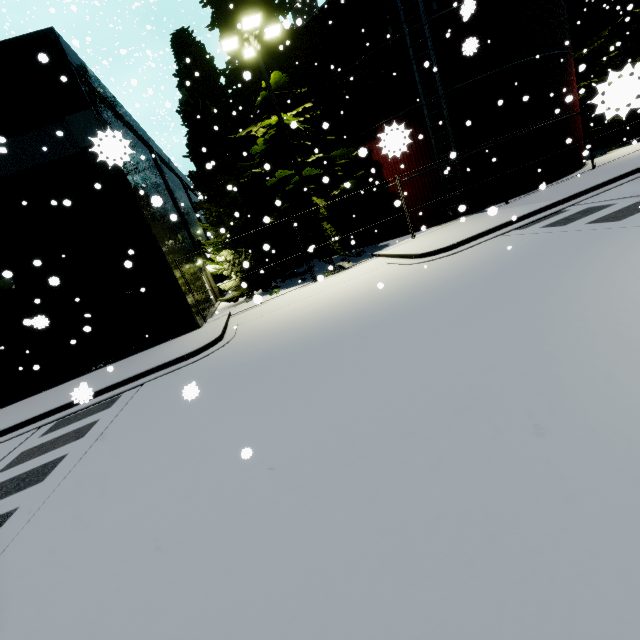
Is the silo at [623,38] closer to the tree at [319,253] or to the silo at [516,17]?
the silo at [516,17]

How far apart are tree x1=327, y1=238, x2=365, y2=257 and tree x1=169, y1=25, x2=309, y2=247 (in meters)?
6.73

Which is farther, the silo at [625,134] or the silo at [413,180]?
the silo at [625,134]

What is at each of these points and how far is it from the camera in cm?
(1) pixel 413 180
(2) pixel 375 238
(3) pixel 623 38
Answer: (1) silo, 1748
(2) silo, 2000
(3) silo, 2206

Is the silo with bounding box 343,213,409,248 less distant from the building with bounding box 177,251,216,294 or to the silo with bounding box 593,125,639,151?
the building with bounding box 177,251,216,294

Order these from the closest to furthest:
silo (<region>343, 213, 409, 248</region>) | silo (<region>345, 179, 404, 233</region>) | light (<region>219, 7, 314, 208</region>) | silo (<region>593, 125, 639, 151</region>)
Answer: light (<region>219, 7, 314, 208</region>) < silo (<region>345, 179, 404, 233</region>) < silo (<region>343, 213, 409, 248</region>) < silo (<region>593, 125, 639, 151</region>)

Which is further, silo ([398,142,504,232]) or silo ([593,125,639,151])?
silo ([593,125,639,151])
